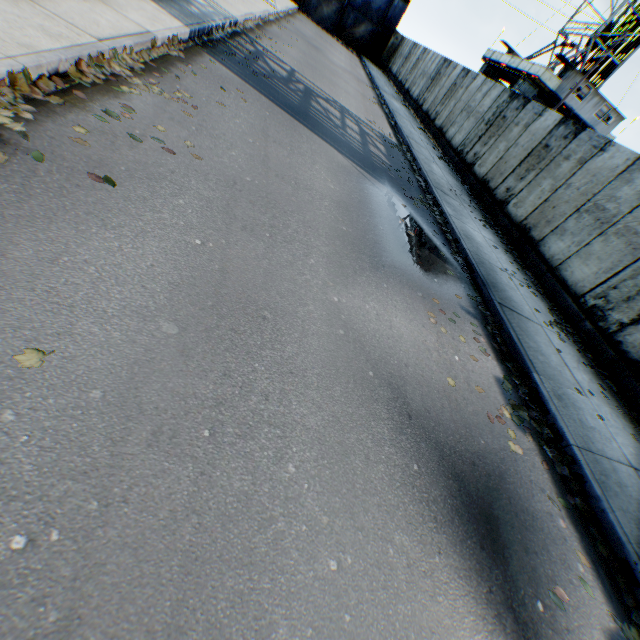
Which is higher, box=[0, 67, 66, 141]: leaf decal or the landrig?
the landrig

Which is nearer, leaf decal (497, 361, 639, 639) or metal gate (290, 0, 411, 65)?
leaf decal (497, 361, 639, 639)

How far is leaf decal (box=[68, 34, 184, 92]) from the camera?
4.2m

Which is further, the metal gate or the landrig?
the metal gate

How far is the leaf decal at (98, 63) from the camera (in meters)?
4.25

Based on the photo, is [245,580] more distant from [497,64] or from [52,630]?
[497,64]

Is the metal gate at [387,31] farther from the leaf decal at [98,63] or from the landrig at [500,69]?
the leaf decal at [98,63]

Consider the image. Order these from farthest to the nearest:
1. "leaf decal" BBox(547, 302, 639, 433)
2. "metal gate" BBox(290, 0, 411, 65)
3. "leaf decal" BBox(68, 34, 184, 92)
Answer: "metal gate" BBox(290, 0, 411, 65)
"leaf decal" BBox(547, 302, 639, 433)
"leaf decal" BBox(68, 34, 184, 92)
